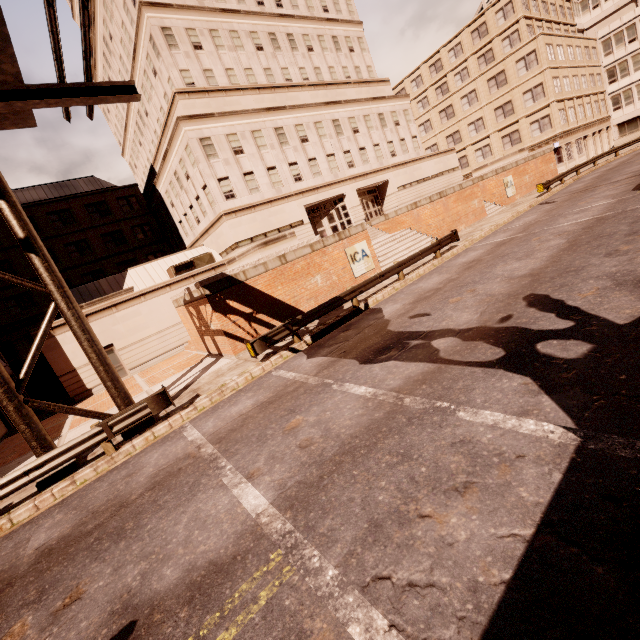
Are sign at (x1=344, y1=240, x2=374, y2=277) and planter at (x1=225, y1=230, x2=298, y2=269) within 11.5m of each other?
yes

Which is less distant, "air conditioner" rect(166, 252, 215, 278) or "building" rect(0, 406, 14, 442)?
"building" rect(0, 406, 14, 442)

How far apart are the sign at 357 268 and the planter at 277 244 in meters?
2.6 m

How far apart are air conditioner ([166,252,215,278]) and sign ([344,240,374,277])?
12.7 meters

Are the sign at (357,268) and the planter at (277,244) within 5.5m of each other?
yes

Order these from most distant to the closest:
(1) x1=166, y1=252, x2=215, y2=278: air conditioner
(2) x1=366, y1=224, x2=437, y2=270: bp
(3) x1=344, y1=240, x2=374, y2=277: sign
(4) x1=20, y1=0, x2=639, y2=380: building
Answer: (4) x1=20, y1=0, x2=639, y2=380: building
(1) x1=166, y1=252, x2=215, y2=278: air conditioner
(2) x1=366, y1=224, x2=437, y2=270: bp
(3) x1=344, y1=240, x2=374, y2=277: sign

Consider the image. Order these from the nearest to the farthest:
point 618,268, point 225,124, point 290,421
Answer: point 290,421, point 618,268, point 225,124

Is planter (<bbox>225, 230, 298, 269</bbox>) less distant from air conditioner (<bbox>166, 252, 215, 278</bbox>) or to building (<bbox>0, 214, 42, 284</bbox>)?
building (<bbox>0, 214, 42, 284</bbox>)
